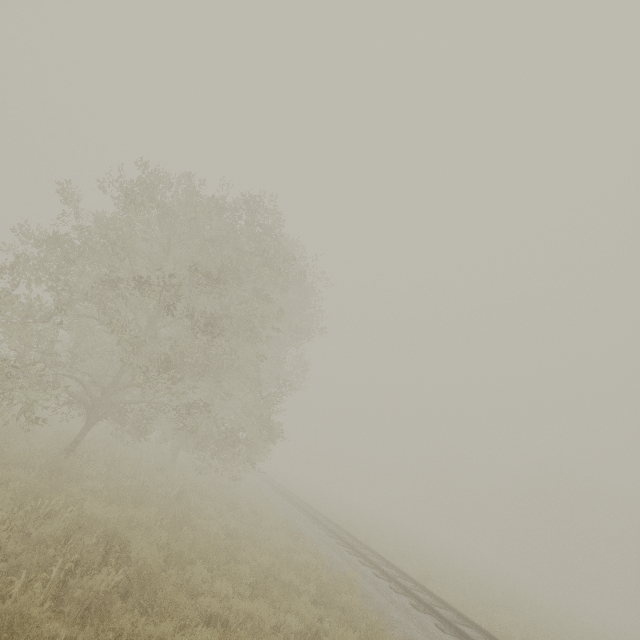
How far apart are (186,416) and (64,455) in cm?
398
